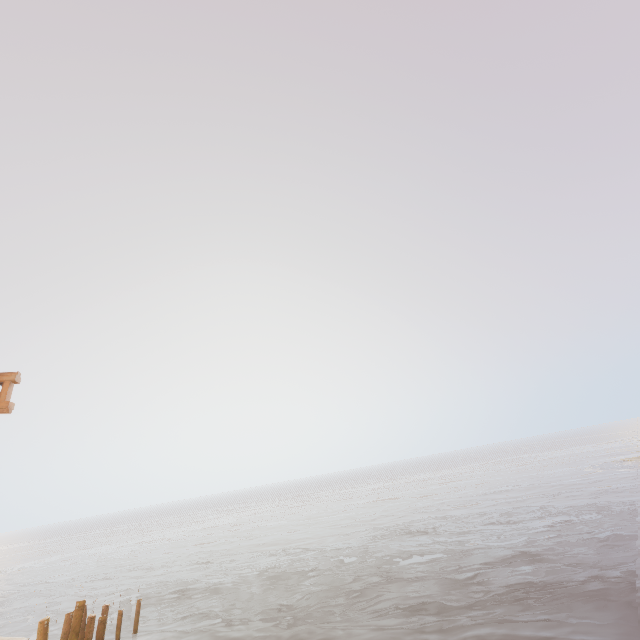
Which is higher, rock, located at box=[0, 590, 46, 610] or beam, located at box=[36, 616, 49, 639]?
beam, located at box=[36, 616, 49, 639]

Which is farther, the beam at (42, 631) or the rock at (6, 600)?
the rock at (6, 600)

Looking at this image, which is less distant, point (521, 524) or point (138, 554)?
point (521, 524)

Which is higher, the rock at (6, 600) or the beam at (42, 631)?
the beam at (42, 631)

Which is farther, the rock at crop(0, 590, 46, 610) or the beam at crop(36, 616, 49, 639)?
the rock at crop(0, 590, 46, 610)
